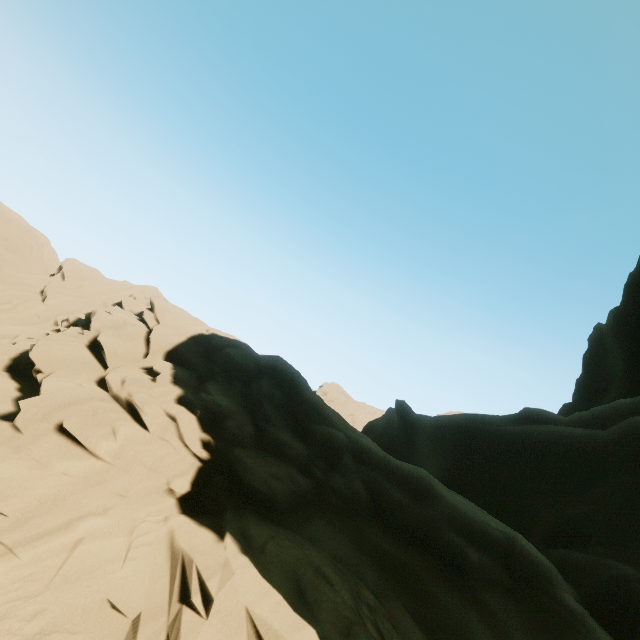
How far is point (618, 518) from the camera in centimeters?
1041cm
